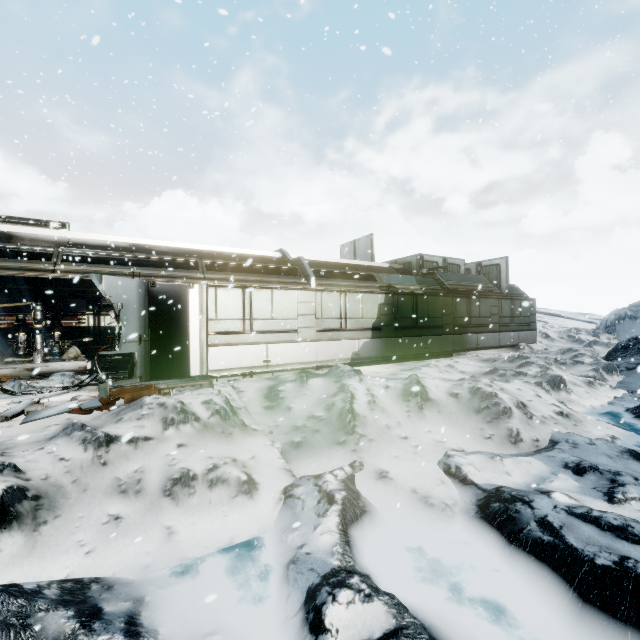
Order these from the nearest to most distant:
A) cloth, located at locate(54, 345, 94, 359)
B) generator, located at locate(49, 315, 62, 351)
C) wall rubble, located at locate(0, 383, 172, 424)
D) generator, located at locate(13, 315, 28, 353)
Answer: wall rubble, located at locate(0, 383, 172, 424) → generator, located at locate(13, 315, 28, 353) → generator, located at locate(49, 315, 62, 351) → cloth, located at locate(54, 345, 94, 359)

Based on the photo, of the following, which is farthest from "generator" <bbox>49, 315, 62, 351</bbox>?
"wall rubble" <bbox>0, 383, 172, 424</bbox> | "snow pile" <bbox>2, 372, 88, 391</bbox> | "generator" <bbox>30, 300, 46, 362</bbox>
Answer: "wall rubble" <bbox>0, 383, 172, 424</bbox>

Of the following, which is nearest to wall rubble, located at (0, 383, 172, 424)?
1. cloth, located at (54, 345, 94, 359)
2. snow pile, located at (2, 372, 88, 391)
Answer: snow pile, located at (2, 372, 88, 391)

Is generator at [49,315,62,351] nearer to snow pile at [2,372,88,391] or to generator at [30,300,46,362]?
generator at [30,300,46,362]

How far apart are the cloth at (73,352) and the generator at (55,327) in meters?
0.4

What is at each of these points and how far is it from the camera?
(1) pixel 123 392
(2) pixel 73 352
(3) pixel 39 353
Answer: (1) wall rubble, 7.6m
(2) cloth, 13.9m
(3) generator, 12.8m

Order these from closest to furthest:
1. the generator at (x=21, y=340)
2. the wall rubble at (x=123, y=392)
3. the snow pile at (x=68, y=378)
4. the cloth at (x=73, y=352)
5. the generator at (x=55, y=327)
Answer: the wall rubble at (x=123, y=392) < the snow pile at (x=68, y=378) < the generator at (x=21, y=340) < the generator at (x=55, y=327) < the cloth at (x=73, y=352)

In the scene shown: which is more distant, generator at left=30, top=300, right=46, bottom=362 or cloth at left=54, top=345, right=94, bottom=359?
cloth at left=54, top=345, right=94, bottom=359
